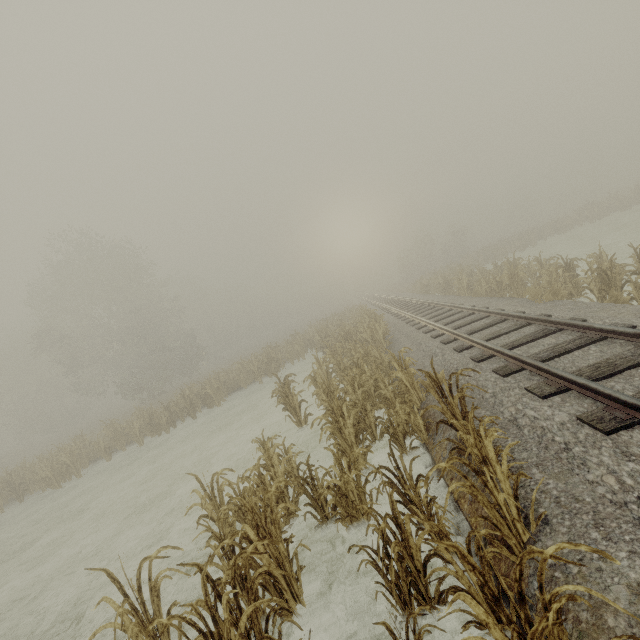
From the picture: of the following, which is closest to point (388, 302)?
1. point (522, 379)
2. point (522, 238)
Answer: point (522, 238)
